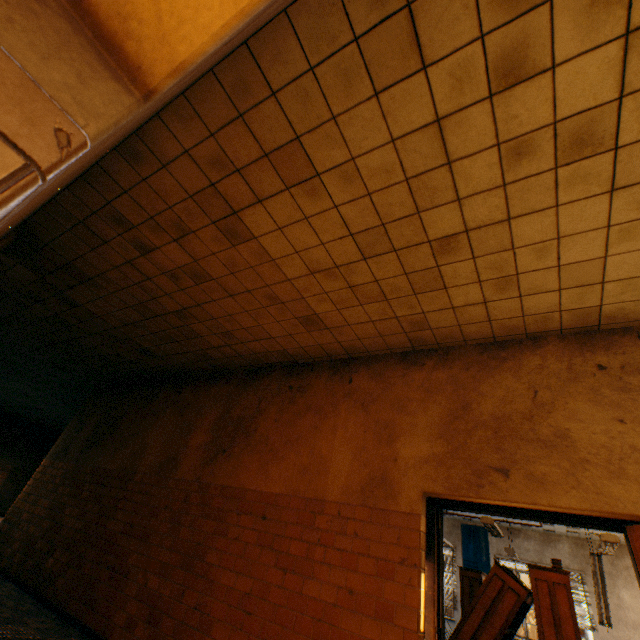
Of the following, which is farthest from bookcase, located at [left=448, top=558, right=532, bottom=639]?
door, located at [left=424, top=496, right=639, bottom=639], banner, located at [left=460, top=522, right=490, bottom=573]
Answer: banner, located at [left=460, top=522, right=490, bottom=573]

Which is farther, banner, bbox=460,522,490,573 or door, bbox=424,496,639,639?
banner, bbox=460,522,490,573

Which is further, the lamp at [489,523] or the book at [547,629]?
the lamp at [489,523]

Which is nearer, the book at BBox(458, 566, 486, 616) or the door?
the door

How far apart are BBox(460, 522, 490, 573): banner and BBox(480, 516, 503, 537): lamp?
5.9 meters

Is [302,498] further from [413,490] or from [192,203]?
[192,203]

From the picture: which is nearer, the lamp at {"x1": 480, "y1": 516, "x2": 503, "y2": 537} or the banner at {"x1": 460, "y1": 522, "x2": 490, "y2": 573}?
the lamp at {"x1": 480, "y1": 516, "x2": 503, "y2": 537}

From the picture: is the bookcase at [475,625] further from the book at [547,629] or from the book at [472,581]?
the book at [472,581]
